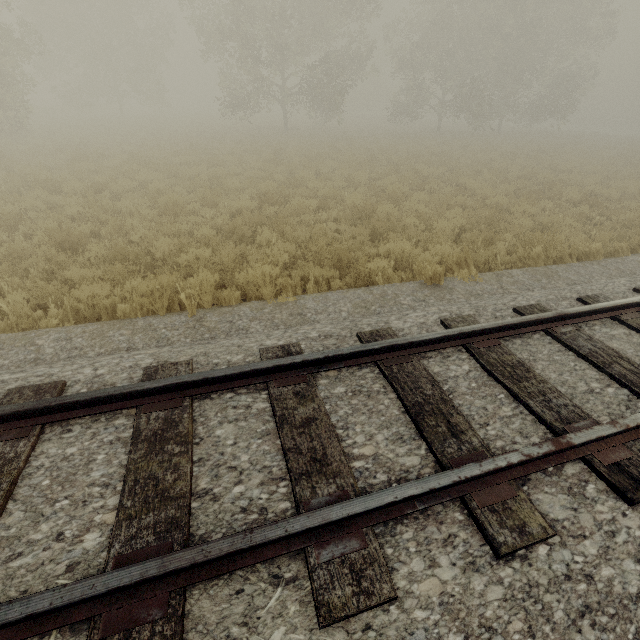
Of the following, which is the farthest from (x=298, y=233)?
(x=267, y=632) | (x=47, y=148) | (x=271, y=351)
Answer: (x=47, y=148)
